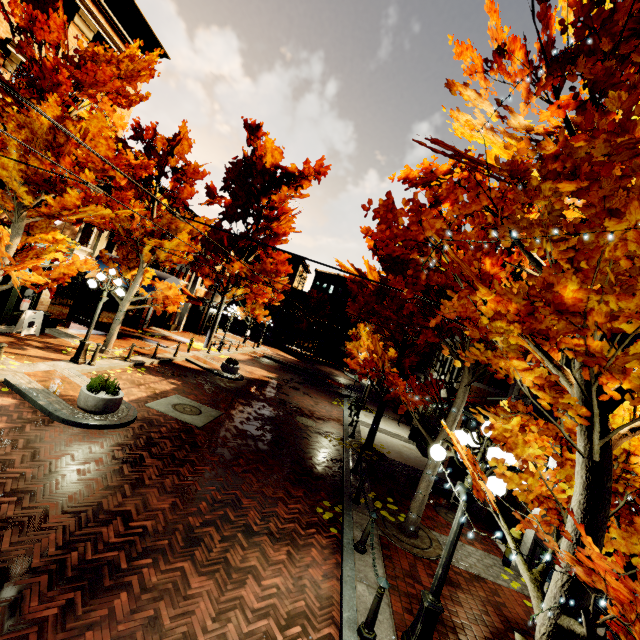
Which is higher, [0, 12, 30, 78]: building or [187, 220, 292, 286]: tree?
[0, 12, 30, 78]: building

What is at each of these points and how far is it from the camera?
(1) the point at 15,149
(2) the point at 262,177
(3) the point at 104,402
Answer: (1) tree, 7.6 meters
(2) tree, 22.0 meters
(3) planter, 8.5 meters

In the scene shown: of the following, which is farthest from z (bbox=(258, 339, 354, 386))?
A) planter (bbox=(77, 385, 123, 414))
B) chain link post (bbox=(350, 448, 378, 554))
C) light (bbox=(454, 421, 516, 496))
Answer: light (bbox=(454, 421, 516, 496))

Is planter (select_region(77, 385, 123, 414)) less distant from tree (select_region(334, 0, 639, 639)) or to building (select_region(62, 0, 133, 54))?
tree (select_region(334, 0, 639, 639))

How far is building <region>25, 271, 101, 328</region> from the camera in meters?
13.9 m

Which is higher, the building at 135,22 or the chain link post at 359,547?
the building at 135,22

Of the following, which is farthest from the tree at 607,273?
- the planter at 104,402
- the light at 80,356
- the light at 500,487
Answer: the planter at 104,402
